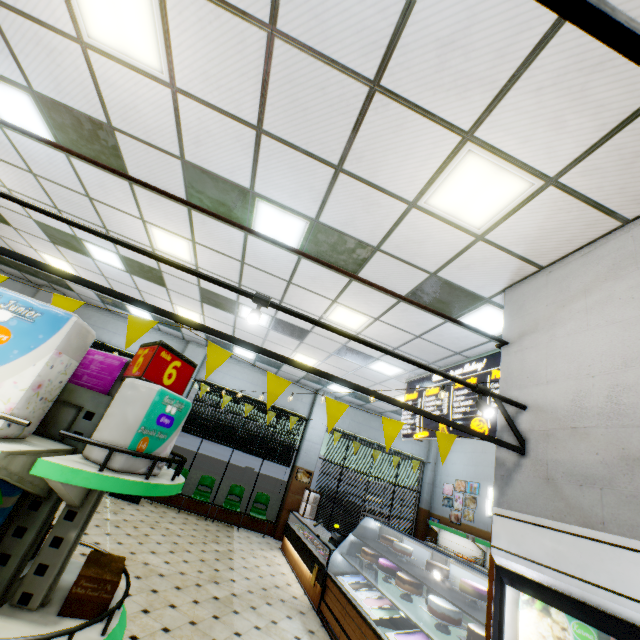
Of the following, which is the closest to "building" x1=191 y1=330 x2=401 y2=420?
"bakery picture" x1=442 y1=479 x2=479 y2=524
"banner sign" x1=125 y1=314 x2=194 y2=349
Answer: "bakery picture" x1=442 y1=479 x2=479 y2=524

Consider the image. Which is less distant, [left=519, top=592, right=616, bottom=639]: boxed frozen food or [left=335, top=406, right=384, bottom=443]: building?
[left=519, top=592, right=616, bottom=639]: boxed frozen food

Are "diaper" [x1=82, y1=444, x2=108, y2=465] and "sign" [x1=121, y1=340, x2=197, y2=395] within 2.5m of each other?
yes

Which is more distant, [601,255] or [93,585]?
[601,255]

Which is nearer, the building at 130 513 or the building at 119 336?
the building at 130 513

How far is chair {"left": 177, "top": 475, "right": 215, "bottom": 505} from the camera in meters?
9.7 m

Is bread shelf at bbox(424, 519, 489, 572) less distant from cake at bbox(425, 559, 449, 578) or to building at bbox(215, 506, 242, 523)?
building at bbox(215, 506, 242, 523)

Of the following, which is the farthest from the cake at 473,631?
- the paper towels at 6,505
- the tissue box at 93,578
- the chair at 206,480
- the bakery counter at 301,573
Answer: the chair at 206,480
